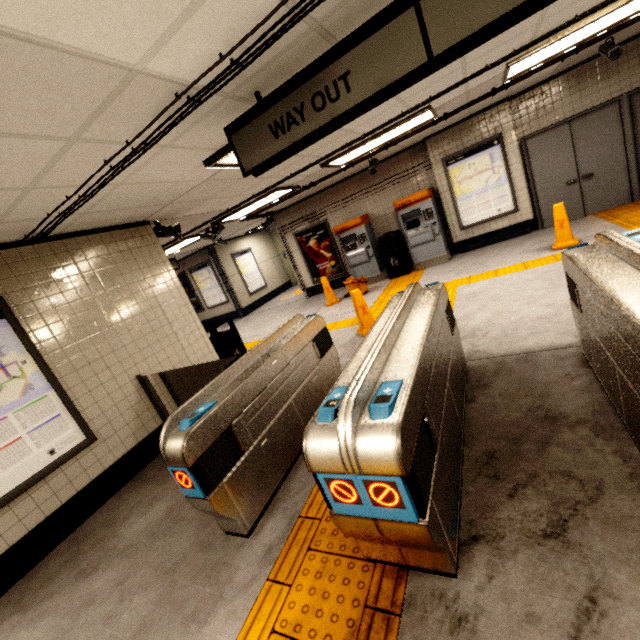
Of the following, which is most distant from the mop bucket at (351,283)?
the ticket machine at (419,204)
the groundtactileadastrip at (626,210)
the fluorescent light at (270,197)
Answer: the fluorescent light at (270,197)

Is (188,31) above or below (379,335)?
above

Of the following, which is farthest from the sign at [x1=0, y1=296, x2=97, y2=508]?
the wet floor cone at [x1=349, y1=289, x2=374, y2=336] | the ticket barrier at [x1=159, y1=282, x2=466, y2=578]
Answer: the wet floor cone at [x1=349, y1=289, x2=374, y2=336]

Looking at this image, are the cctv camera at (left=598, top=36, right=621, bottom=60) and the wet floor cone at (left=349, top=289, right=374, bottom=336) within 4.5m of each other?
no

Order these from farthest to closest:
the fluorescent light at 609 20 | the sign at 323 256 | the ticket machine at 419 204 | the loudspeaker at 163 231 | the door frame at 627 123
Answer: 1. the sign at 323 256
2. the ticket machine at 419 204
3. the door frame at 627 123
4. the loudspeaker at 163 231
5. the fluorescent light at 609 20

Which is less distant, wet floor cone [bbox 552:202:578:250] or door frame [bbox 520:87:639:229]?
wet floor cone [bbox 552:202:578:250]

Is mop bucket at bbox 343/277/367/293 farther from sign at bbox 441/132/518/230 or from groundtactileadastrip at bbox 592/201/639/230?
sign at bbox 441/132/518/230

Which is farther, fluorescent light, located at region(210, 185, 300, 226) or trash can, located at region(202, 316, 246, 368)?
fluorescent light, located at region(210, 185, 300, 226)
